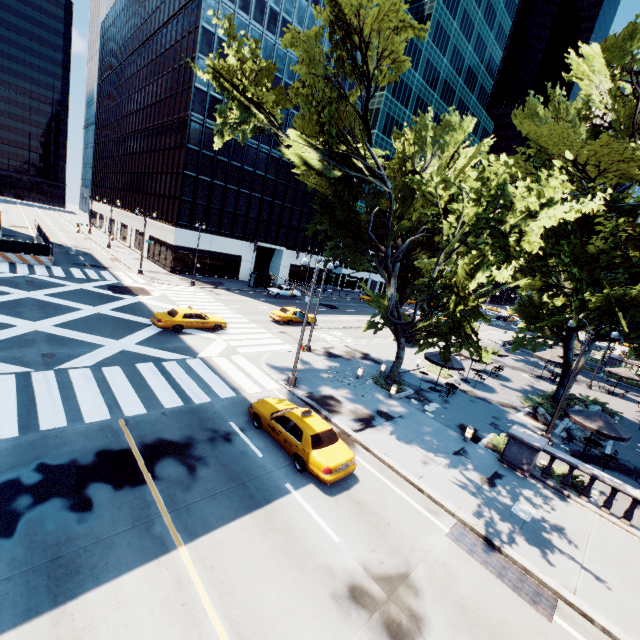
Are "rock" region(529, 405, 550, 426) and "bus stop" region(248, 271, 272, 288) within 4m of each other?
no

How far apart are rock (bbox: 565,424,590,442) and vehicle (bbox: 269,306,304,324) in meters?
22.0 m

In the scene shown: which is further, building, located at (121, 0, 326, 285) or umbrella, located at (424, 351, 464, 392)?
building, located at (121, 0, 326, 285)

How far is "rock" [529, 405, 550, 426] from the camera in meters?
21.2 m

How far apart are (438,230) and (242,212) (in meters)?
40.49

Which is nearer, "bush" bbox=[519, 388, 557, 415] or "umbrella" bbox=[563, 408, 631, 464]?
"umbrella" bbox=[563, 408, 631, 464]

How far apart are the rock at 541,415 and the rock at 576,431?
0.7 meters

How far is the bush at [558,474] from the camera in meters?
14.6 m
